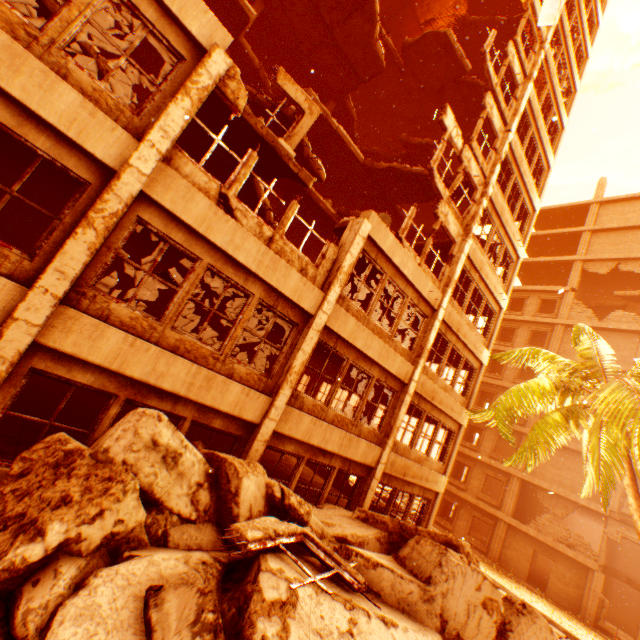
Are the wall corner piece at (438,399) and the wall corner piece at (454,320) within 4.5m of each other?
yes

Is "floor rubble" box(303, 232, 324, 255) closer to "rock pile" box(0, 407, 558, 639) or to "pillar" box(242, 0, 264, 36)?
"pillar" box(242, 0, 264, 36)

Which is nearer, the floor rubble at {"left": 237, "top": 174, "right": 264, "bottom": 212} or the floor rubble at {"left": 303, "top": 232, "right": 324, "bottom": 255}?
the floor rubble at {"left": 237, "top": 174, "right": 264, "bottom": 212}

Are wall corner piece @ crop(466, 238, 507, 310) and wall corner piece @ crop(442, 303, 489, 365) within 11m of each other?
yes

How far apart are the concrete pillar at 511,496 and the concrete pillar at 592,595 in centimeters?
437cm

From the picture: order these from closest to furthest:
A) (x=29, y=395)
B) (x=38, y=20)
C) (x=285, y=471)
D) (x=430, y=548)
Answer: (x=430, y=548) < (x=38, y=20) < (x=29, y=395) < (x=285, y=471)

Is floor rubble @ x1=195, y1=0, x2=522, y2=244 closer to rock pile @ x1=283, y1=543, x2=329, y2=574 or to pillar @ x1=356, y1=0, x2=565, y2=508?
pillar @ x1=356, y1=0, x2=565, y2=508
